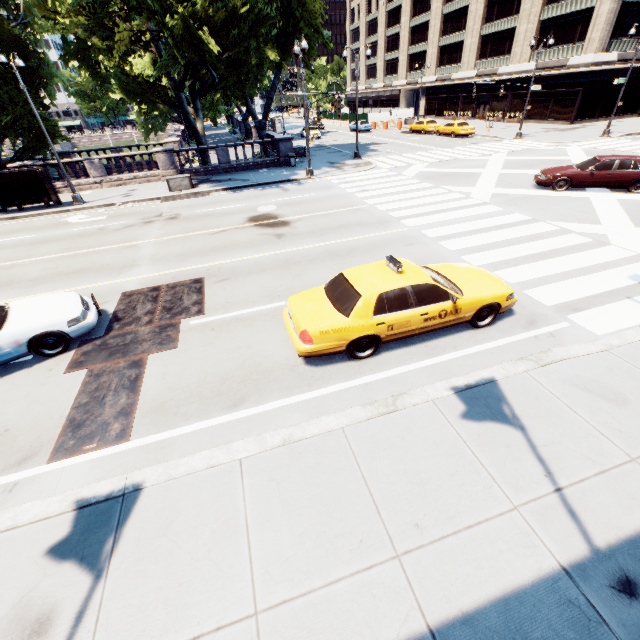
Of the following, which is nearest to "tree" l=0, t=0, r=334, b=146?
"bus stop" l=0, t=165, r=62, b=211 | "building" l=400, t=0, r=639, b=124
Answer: "bus stop" l=0, t=165, r=62, b=211

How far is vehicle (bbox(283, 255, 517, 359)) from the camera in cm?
629

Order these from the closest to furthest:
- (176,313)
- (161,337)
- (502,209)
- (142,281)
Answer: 1. (161,337)
2. (176,313)
3. (142,281)
4. (502,209)

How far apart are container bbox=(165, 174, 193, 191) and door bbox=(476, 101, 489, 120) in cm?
4623

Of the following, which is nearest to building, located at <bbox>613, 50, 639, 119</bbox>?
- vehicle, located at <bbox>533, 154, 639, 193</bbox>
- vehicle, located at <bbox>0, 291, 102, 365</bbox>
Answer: vehicle, located at <bbox>533, 154, 639, 193</bbox>

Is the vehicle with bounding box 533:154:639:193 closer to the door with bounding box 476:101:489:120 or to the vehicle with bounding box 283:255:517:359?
the vehicle with bounding box 283:255:517:359

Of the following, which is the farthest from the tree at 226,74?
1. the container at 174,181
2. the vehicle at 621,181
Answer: the vehicle at 621,181

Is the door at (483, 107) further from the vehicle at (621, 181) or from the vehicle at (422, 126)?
the vehicle at (621, 181)
